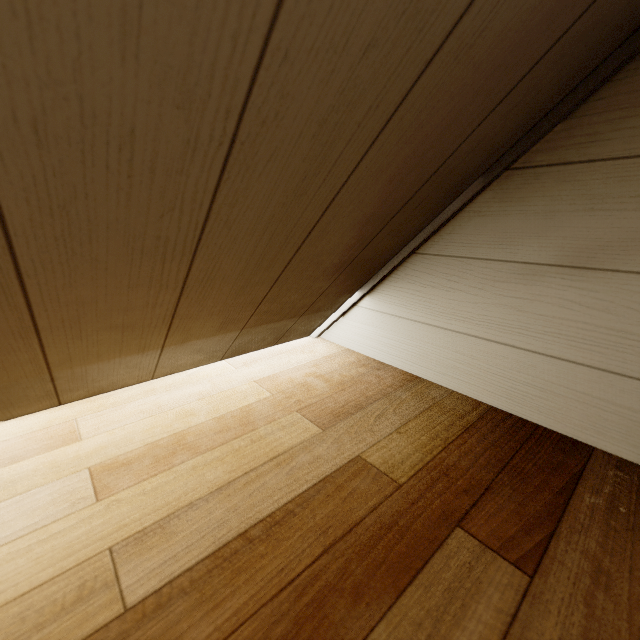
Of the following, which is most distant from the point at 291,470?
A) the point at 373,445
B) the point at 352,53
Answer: the point at 352,53
